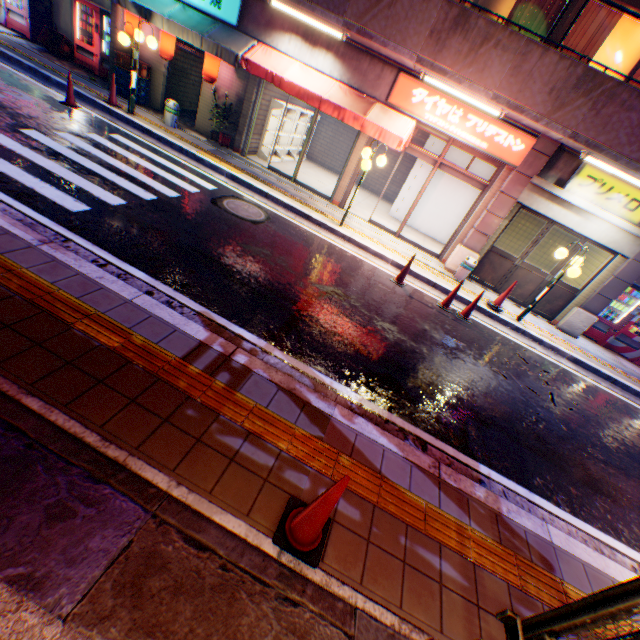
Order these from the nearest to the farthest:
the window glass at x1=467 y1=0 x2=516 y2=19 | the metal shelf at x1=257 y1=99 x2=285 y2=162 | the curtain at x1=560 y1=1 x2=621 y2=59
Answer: the curtain at x1=560 y1=1 x2=621 y2=59 < the window glass at x1=467 y1=0 x2=516 y2=19 < the metal shelf at x1=257 y1=99 x2=285 y2=162

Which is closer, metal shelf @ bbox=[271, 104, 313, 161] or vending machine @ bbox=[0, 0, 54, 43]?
vending machine @ bbox=[0, 0, 54, 43]

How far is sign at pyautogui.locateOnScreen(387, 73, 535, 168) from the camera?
8.5m

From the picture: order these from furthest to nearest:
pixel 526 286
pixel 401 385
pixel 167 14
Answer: pixel 526 286, pixel 167 14, pixel 401 385

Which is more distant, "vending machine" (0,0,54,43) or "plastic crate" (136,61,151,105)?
"vending machine" (0,0,54,43)

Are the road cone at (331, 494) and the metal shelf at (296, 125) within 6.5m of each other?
no

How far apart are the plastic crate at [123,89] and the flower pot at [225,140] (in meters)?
2.71

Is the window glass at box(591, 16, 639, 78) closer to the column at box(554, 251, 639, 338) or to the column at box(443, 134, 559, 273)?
the column at box(443, 134, 559, 273)
